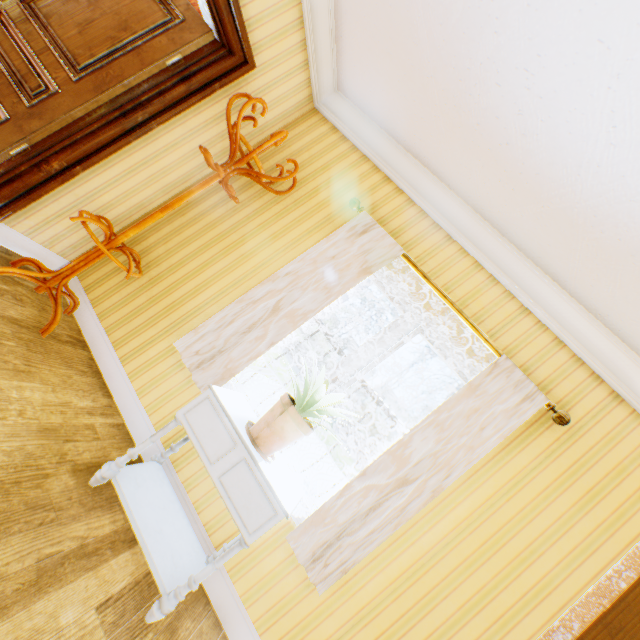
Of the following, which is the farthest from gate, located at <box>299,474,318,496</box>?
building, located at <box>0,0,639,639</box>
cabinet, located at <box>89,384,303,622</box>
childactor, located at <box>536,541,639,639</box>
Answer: childactor, located at <box>536,541,639,639</box>

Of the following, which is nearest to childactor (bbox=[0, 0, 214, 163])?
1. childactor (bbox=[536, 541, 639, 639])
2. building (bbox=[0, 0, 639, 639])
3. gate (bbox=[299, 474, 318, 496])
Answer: building (bbox=[0, 0, 639, 639])

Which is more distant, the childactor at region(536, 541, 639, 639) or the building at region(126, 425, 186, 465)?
the building at region(126, 425, 186, 465)

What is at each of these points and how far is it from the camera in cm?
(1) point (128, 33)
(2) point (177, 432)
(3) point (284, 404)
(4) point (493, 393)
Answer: (1) childactor, 233
(2) building, 239
(3) flower pot, 184
(4) building, 215

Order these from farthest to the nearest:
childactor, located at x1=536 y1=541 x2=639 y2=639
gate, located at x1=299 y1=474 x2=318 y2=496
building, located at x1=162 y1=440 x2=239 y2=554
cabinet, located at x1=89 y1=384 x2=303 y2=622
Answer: gate, located at x1=299 y1=474 x2=318 y2=496, building, located at x1=162 y1=440 x2=239 y2=554, cabinet, located at x1=89 y1=384 x2=303 y2=622, childactor, located at x1=536 y1=541 x2=639 y2=639

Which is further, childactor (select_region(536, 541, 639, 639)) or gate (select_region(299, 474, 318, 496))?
gate (select_region(299, 474, 318, 496))

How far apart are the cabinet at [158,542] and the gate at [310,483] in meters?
14.2 m

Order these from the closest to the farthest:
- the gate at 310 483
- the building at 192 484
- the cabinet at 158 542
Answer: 1. the cabinet at 158 542
2. the building at 192 484
3. the gate at 310 483
